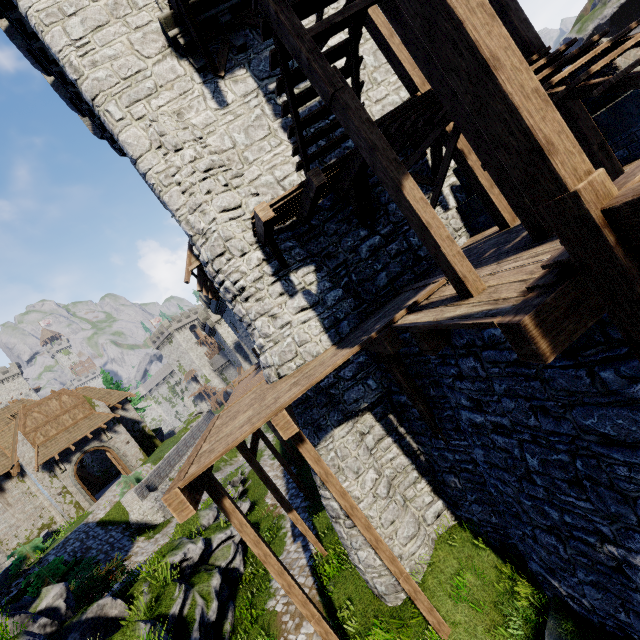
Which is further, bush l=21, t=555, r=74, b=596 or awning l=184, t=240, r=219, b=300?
bush l=21, t=555, r=74, b=596

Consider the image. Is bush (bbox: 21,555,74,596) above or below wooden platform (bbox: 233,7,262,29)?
below

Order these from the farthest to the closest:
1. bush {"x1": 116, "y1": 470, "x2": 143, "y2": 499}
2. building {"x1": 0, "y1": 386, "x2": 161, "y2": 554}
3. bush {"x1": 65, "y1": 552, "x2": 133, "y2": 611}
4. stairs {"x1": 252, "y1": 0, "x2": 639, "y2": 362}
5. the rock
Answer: the rock
building {"x1": 0, "y1": 386, "x2": 161, "y2": 554}
bush {"x1": 116, "y1": 470, "x2": 143, "y2": 499}
bush {"x1": 65, "y1": 552, "x2": 133, "y2": 611}
stairs {"x1": 252, "y1": 0, "x2": 639, "y2": 362}

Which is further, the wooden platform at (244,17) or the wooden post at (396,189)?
the wooden platform at (244,17)

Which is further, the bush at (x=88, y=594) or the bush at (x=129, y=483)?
the bush at (x=129, y=483)

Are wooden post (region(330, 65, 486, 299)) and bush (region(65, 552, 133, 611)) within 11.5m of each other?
no

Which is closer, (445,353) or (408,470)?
(445,353)

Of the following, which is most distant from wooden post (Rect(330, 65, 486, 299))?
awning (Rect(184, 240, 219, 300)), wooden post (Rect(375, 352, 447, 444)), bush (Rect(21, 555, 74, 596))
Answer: bush (Rect(21, 555, 74, 596))
